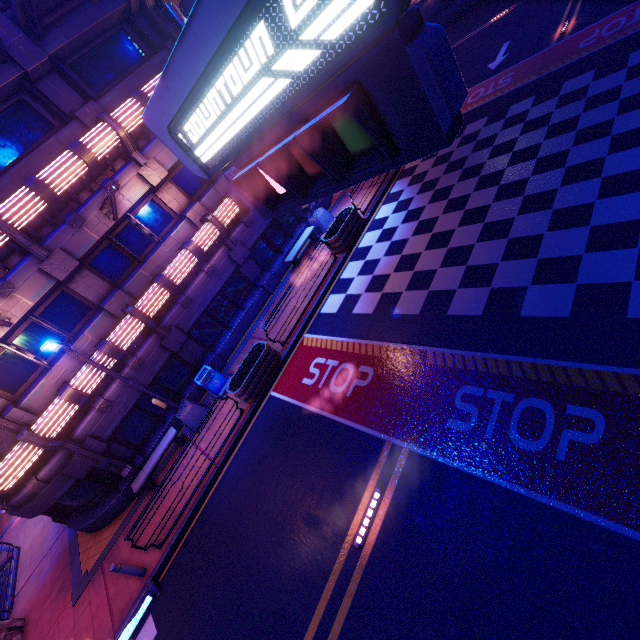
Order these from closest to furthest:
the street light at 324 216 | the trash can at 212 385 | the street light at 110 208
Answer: the street light at 110 208
the trash can at 212 385
the street light at 324 216

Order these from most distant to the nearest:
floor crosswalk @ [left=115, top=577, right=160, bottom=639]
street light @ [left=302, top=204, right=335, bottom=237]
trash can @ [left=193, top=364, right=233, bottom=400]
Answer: street light @ [left=302, top=204, right=335, bottom=237] < trash can @ [left=193, top=364, right=233, bottom=400] < floor crosswalk @ [left=115, top=577, right=160, bottom=639]

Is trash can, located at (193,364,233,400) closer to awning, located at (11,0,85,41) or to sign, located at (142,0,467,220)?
sign, located at (142,0,467,220)

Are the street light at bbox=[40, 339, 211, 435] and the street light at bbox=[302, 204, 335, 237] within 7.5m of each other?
no

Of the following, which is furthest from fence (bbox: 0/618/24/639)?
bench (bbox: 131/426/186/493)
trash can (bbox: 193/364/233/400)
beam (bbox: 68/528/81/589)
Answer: trash can (bbox: 193/364/233/400)

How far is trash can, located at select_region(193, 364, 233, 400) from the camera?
13.3 meters

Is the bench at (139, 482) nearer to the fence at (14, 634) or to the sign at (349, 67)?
the fence at (14, 634)

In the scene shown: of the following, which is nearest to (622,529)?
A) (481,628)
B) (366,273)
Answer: (481,628)
